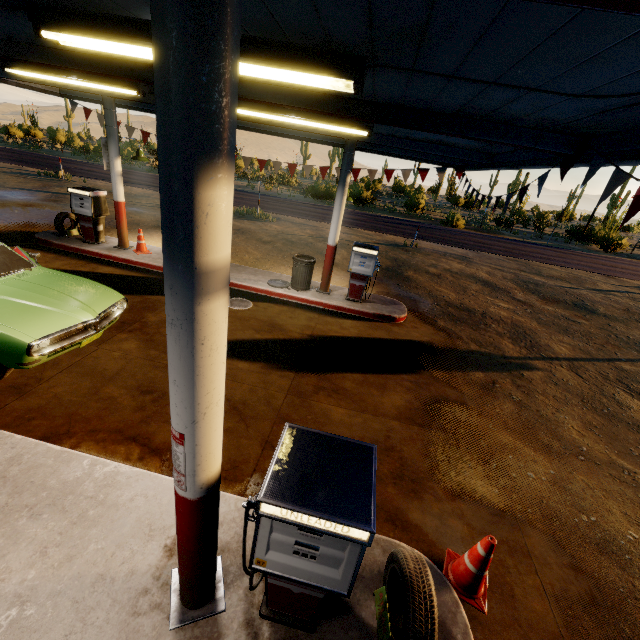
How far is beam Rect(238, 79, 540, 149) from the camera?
4.04m

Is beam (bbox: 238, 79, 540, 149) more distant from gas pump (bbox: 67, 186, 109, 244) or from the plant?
the plant

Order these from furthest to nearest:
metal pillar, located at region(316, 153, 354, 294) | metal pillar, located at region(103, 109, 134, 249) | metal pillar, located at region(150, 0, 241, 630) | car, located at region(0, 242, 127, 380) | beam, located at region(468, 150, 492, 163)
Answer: metal pillar, located at region(103, 109, 134, 249)
metal pillar, located at region(316, 153, 354, 294)
beam, located at region(468, 150, 492, 163)
car, located at region(0, 242, 127, 380)
metal pillar, located at region(150, 0, 241, 630)

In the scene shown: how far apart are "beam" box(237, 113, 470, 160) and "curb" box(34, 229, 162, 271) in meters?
3.9

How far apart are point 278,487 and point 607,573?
4.24m

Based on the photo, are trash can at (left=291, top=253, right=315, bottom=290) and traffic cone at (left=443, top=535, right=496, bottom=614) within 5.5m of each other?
no

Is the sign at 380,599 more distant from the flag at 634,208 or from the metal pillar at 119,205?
the metal pillar at 119,205

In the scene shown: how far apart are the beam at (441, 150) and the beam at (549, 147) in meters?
3.3
